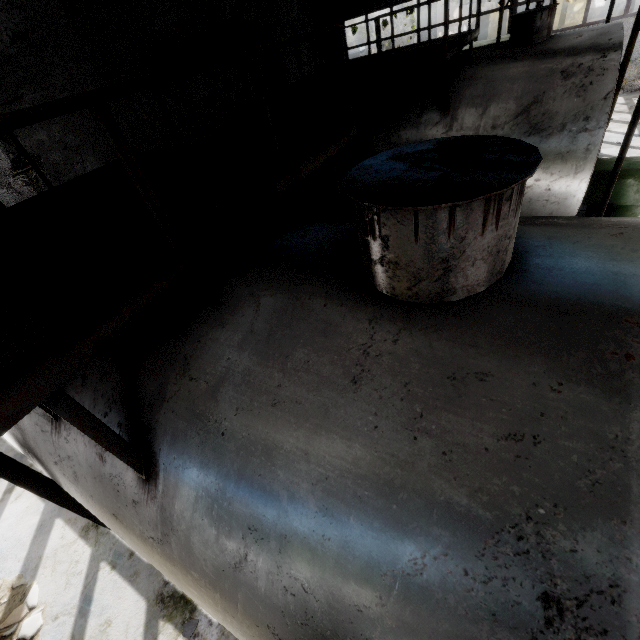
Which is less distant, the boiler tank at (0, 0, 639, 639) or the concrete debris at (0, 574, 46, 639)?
the boiler tank at (0, 0, 639, 639)

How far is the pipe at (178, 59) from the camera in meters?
8.2

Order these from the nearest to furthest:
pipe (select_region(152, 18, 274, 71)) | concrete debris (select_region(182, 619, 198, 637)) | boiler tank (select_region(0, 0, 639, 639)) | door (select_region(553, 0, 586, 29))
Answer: boiler tank (select_region(0, 0, 639, 639))
concrete debris (select_region(182, 619, 198, 637))
pipe (select_region(152, 18, 274, 71))
door (select_region(553, 0, 586, 29))

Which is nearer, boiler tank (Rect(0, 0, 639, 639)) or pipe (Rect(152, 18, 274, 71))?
boiler tank (Rect(0, 0, 639, 639))

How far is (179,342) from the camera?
1.9m

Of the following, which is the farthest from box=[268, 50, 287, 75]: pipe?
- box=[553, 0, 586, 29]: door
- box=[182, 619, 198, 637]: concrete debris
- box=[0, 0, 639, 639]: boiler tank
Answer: box=[182, 619, 198, 637]: concrete debris

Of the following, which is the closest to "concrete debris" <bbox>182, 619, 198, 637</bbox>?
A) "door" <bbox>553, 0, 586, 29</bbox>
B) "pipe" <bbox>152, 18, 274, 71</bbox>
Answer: "pipe" <bbox>152, 18, 274, 71</bbox>

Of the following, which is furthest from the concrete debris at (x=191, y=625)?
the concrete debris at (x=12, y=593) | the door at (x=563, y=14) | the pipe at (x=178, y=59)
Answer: the door at (x=563, y=14)
